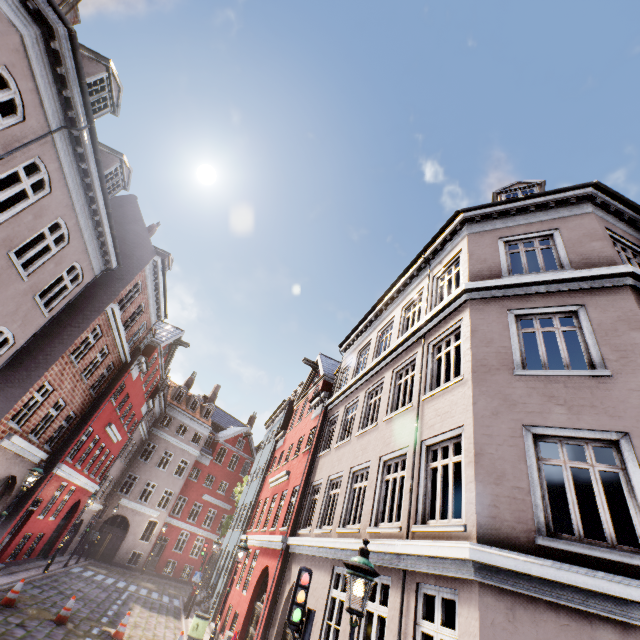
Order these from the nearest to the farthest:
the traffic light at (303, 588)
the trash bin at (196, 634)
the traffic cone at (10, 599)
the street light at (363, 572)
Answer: the street light at (363, 572)
the traffic light at (303, 588)
the traffic cone at (10, 599)
the trash bin at (196, 634)

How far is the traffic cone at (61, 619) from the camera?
11.3 meters

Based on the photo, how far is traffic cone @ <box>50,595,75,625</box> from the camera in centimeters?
1129cm

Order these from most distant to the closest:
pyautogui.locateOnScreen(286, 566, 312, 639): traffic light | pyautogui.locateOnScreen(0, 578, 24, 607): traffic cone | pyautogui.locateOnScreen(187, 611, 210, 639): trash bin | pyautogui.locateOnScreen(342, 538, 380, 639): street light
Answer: pyautogui.locateOnScreen(187, 611, 210, 639): trash bin < pyautogui.locateOnScreen(0, 578, 24, 607): traffic cone < pyautogui.locateOnScreen(286, 566, 312, 639): traffic light < pyautogui.locateOnScreen(342, 538, 380, 639): street light

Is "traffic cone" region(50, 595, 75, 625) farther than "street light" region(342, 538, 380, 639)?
Yes

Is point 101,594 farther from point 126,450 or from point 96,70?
point 96,70

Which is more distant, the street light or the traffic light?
the traffic light

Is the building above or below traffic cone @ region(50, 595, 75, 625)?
above
